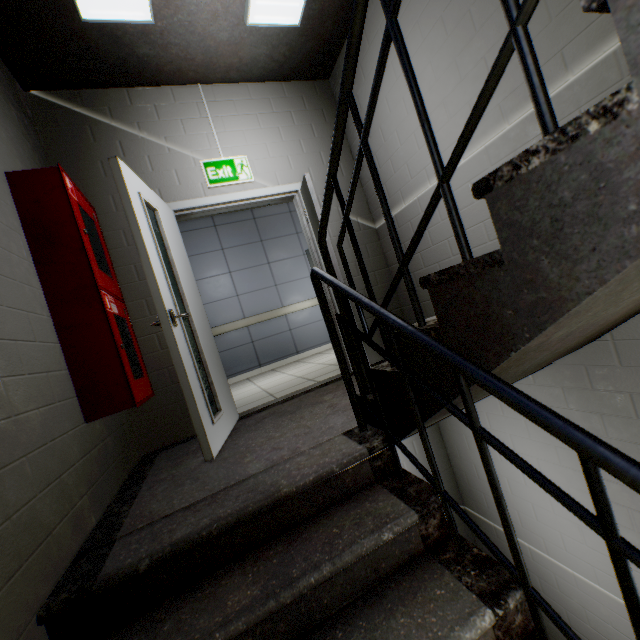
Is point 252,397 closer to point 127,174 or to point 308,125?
point 127,174

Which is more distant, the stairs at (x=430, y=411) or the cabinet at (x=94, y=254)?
the cabinet at (x=94, y=254)

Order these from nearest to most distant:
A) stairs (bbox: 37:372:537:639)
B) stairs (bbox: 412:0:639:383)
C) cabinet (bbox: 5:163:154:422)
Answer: stairs (bbox: 412:0:639:383)
stairs (bbox: 37:372:537:639)
cabinet (bbox: 5:163:154:422)

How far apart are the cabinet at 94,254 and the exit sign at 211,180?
1.04m

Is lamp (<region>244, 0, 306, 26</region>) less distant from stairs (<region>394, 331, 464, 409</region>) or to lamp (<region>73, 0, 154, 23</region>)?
stairs (<region>394, 331, 464, 409</region>)

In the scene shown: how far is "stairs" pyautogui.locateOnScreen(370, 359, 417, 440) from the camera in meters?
1.4

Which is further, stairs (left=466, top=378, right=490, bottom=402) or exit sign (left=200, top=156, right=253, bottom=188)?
exit sign (left=200, top=156, right=253, bottom=188)

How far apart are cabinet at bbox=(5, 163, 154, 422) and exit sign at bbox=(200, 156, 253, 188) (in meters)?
1.04
